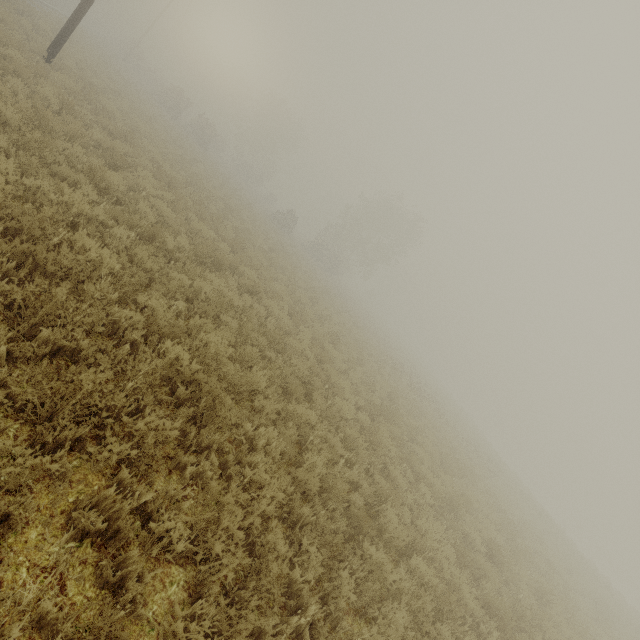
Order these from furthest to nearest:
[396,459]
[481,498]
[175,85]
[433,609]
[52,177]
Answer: [175,85]
[481,498]
[396,459]
[52,177]
[433,609]
